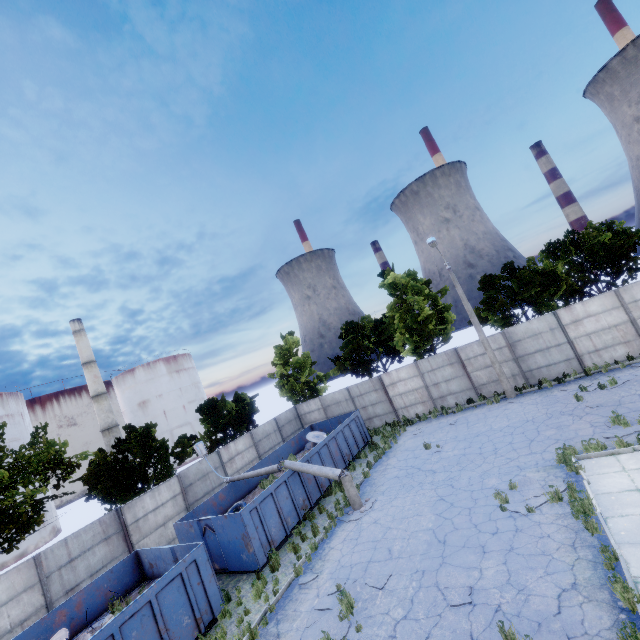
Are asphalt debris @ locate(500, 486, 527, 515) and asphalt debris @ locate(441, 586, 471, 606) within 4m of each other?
yes

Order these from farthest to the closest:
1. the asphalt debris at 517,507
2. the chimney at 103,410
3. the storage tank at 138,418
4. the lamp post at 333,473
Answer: the storage tank at 138,418 → the chimney at 103,410 → the lamp post at 333,473 → the asphalt debris at 517,507

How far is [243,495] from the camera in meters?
17.3

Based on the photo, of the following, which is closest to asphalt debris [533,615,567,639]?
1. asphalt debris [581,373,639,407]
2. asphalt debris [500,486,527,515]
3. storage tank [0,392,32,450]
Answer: asphalt debris [500,486,527,515]

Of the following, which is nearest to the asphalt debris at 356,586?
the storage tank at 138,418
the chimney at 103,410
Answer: the chimney at 103,410

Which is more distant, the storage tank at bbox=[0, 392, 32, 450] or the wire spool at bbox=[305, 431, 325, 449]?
the storage tank at bbox=[0, 392, 32, 450]

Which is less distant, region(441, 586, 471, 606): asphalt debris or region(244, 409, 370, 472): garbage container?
region(441, 586, 471, 606): asphalt debris

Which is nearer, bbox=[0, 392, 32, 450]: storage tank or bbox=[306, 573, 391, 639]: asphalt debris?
bbox=[306, 573, 391, 639]: asphalt debris
